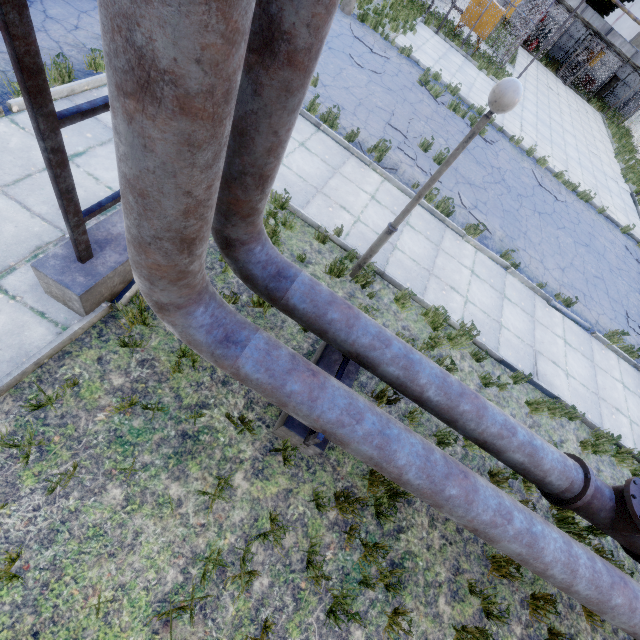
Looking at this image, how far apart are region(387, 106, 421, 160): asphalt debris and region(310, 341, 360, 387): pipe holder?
6.8m

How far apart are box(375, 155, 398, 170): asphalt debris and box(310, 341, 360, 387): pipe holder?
5.41m

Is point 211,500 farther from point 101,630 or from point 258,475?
point 101,630

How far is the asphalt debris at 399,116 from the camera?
9.2 meters

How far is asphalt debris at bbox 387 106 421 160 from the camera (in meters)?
9.20

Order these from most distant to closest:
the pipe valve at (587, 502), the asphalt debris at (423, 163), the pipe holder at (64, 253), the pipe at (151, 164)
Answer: the asphalt debris at (423, 163) → the pipe valve at (587, 502) → the pipe holder at (64, 253) → the pipe at (151, 164)
